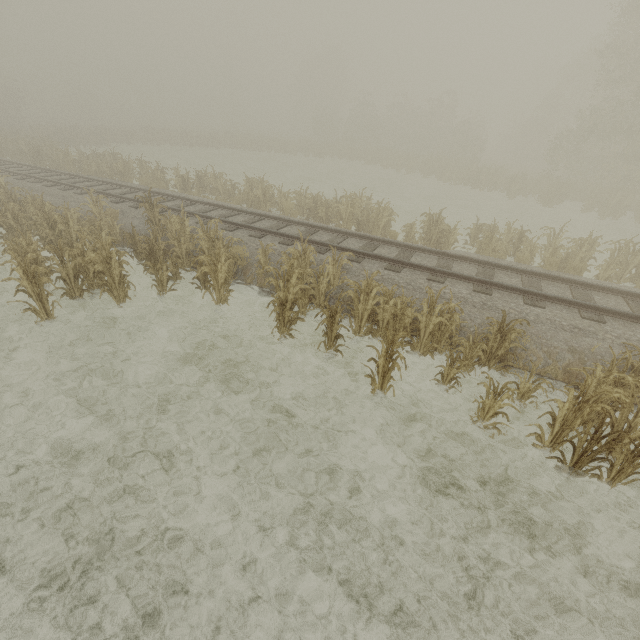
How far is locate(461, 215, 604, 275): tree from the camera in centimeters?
1076cm

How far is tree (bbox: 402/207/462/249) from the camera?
12.19m

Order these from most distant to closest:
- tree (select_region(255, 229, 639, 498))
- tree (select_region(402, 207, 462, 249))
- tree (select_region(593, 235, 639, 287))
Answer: tree (select_region(402, 207, 462, 249))
tree (select_region(593, 235, 639, 287))
tree (select_region(255, 229, 639, 498))

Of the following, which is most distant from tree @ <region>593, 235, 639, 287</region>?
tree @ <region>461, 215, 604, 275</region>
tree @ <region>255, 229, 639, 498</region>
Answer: tree @ <region>255, 229, 639, 498</region>

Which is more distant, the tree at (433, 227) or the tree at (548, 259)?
the tree at (433, 227)

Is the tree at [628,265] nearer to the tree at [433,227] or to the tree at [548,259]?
the tree at [548,259]

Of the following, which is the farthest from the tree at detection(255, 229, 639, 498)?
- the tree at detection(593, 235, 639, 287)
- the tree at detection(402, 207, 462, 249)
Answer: the tree at detection(593, 235, 639, 287)

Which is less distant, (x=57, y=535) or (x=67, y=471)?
(x=57, y=535)
